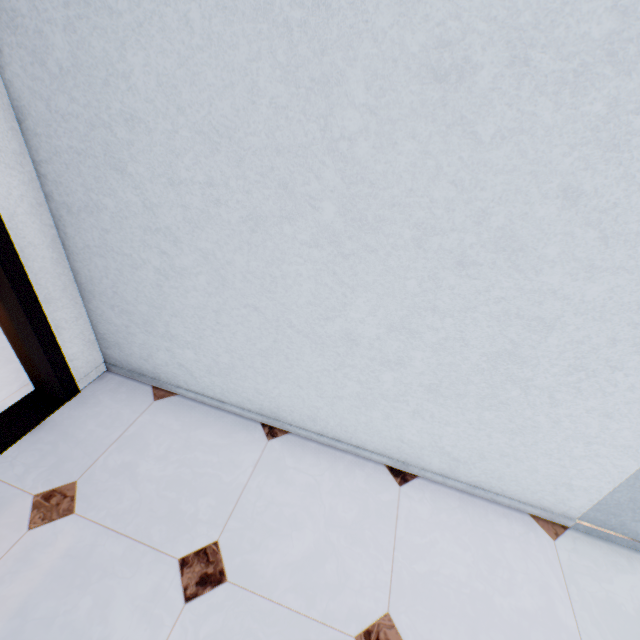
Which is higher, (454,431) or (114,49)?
(114,49)
